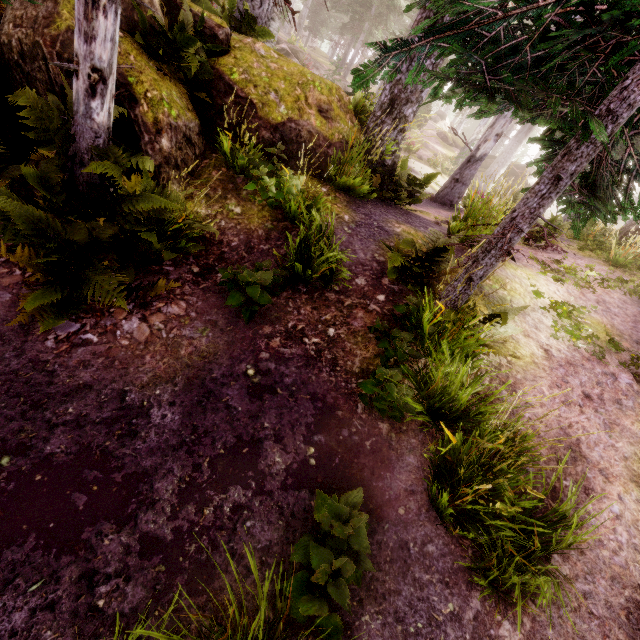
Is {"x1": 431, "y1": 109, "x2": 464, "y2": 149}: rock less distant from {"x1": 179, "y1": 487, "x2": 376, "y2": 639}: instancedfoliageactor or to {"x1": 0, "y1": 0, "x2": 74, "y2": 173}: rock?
{"x1": 179, "y1": 487, "x2": 376, "y2": 639}: instancedfoliageactor

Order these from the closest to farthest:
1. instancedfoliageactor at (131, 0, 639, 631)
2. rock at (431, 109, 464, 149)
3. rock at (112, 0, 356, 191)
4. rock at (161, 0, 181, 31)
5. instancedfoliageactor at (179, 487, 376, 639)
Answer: instancedfoliageactor at (179, 487, 376, 639), instancedfoliageactor at (131, 0, 639, 631), rock at (112, 0, 356, 191), rock at (161, 0, 181, 31), rock at (431, 109, 464, 149)

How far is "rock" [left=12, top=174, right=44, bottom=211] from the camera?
4.2m

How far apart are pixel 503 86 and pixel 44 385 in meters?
5.3 m

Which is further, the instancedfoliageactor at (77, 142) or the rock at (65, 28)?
the rock at (65, 28)

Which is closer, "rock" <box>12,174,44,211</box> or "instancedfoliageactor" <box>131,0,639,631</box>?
"instancedfoliageactor" <box>131,0,639,631</box>

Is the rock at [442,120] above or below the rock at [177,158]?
above

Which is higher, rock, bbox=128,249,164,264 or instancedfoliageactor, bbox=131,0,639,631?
instancedfoliageactor, bbox=131,0,639,631
